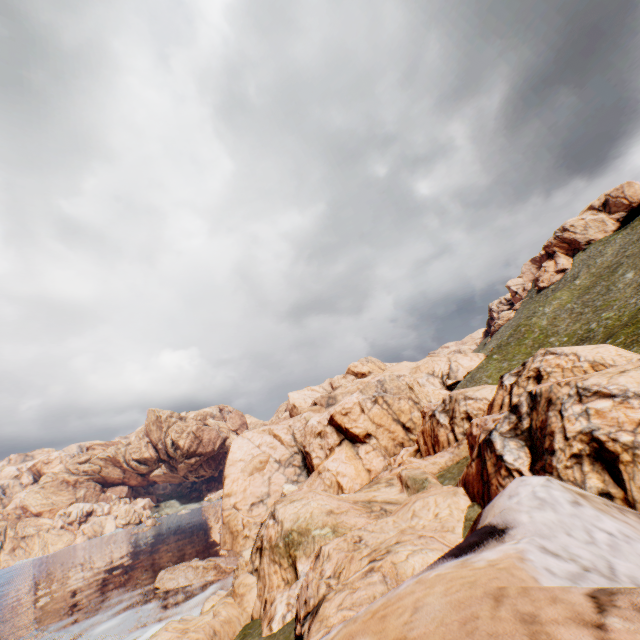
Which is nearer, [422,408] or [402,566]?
[402,566]
